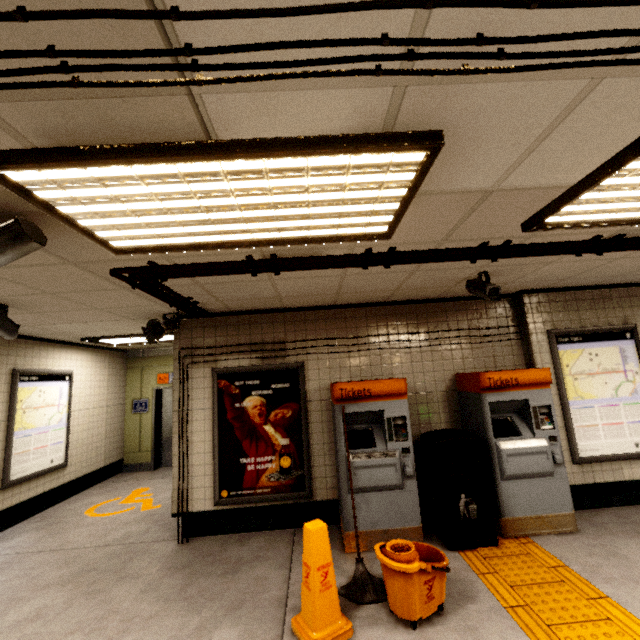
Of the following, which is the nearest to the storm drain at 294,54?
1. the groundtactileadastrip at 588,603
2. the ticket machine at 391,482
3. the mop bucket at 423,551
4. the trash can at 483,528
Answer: the ticket machine at 391,482

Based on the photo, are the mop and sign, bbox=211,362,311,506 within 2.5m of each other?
yes

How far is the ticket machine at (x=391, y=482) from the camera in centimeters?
365cm

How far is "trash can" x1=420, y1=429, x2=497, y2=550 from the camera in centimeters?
353cm

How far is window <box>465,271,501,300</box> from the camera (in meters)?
3.42

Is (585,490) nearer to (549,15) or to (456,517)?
(456,517)

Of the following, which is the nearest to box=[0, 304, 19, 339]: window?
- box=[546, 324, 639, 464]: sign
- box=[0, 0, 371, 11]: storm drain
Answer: box=[0, 0, 371, 11]: storm drain

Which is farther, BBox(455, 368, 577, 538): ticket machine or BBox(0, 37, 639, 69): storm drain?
BBox(455, 368, 577, 538): ticket machine
